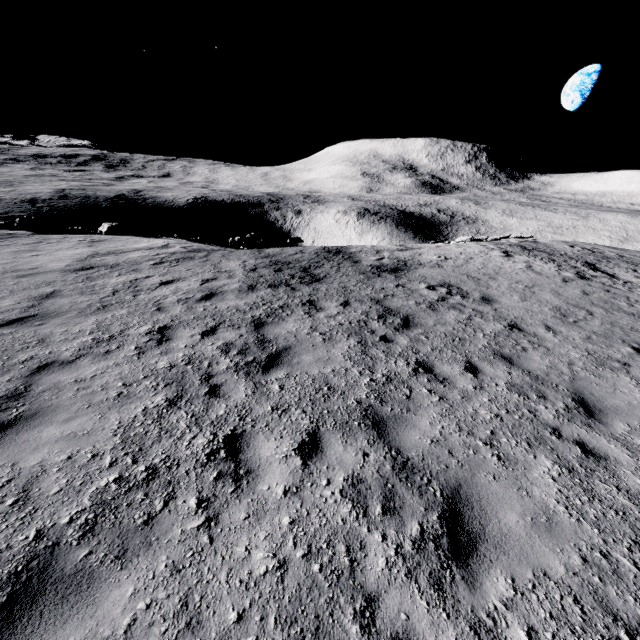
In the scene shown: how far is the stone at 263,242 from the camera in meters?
20.6

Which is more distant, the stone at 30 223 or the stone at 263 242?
the stone at 263 242

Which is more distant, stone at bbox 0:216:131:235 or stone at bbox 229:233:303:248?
stone at bbox 229:233:303:248

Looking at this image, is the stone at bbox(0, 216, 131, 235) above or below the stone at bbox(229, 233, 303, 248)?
above

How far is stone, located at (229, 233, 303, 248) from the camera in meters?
20.6 m

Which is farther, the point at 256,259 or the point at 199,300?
the point at 256,259
